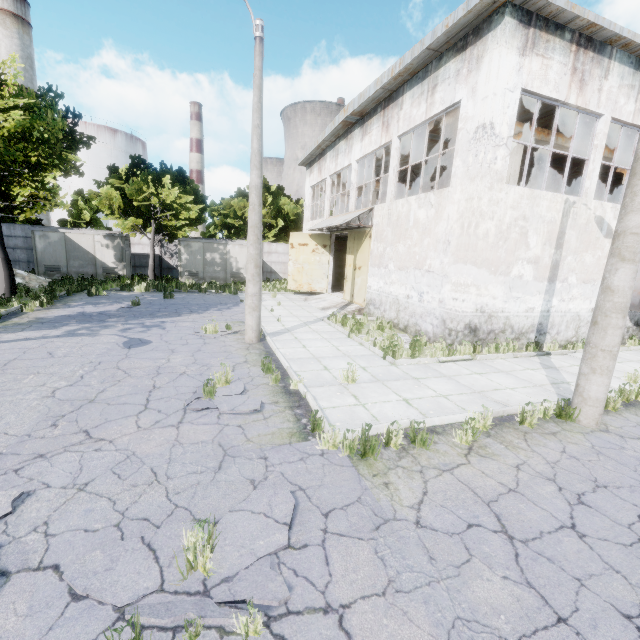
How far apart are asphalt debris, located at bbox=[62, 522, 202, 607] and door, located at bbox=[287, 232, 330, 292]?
18.1 meters

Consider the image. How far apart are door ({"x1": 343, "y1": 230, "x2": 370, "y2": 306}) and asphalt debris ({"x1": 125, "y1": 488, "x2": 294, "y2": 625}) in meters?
13.1

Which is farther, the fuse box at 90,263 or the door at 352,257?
the fuse box at 90,263

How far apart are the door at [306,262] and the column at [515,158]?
9.66m

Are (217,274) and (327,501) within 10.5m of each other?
no

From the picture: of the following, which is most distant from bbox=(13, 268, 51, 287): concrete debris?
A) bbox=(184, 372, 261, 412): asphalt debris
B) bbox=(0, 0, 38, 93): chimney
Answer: bbox=(0, 0, 38, 93): chimney

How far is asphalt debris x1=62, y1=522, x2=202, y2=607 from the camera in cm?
270

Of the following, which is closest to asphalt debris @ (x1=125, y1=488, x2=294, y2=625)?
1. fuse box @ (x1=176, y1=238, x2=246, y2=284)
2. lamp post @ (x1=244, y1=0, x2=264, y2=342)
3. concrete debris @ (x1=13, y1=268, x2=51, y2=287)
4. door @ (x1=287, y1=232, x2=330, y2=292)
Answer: lamp post @ (x1=244, y1=0, x2=264, y2=342)
